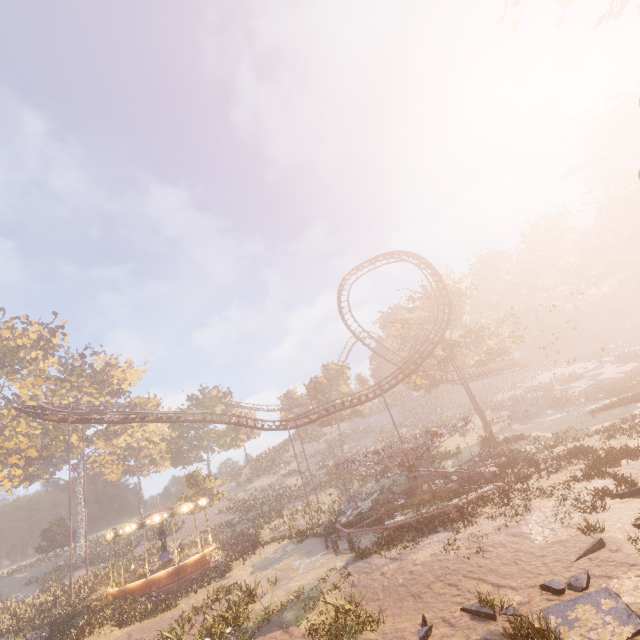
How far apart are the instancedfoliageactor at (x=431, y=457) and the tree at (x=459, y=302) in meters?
18.7 m

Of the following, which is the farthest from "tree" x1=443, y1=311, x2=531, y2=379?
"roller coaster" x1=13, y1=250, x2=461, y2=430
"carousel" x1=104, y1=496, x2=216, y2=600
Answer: "carousel" x1=104, y1=496, x2=216, y2=600

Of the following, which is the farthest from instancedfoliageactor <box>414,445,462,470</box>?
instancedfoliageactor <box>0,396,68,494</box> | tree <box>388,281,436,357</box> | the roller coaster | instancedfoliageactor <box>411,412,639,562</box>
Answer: instancedfoliageactor <box>0,396,68,494</box>

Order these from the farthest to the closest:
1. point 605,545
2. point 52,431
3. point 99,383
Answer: point 99,383
point 52,431
point 605,545

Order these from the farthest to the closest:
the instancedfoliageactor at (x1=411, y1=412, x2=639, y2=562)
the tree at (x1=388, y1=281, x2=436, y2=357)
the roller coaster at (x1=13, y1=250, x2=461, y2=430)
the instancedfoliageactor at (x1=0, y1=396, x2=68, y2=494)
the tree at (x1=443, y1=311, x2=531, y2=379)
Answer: the instancedfoliageactor at (x1=0, y1=396, x2=68, y2=494), the tree at (x1=388, y1=281, x2=436, y2=357), the tree at (x1=443, y1=311, x2=531, y2=379), the roller coaster at (x1=13, y1=250, x2=461, y2=430), the instancedfoliageactor at (x1=411, y1=412, x2=639, y2=562)

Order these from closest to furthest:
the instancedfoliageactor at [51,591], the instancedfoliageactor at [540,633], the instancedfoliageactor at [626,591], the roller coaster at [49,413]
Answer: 1. the instancedfoliageactor at [540,633]
2. the instancedfoliageactor at [626,591]
3. the instancedfoliageactor at [51,591]
4. the roller coaster at [49,413]

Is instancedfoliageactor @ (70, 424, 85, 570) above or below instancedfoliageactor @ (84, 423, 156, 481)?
below

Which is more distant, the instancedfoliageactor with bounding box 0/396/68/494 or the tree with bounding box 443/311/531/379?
the instancedfoliageactor with bounding box 0/396/68/494
